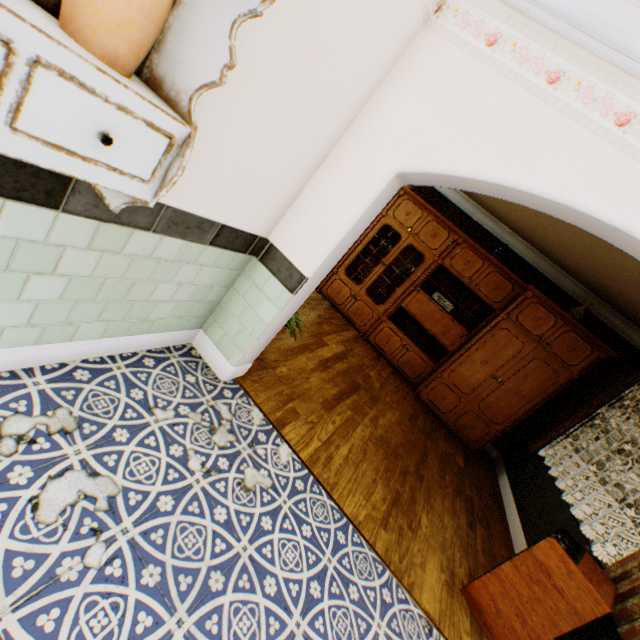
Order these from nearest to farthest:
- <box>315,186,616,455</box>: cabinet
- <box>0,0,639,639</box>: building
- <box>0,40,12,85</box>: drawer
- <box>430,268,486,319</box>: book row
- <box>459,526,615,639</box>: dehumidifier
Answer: <box>0,40,12,85</box>: drawer
<box>0,0,639,639</box>: building
<box>459,526,615,639</box>: dehumidifier
<box>315,186,616,455</box>: cabinet
<box>430,268,486,319</box>: book row

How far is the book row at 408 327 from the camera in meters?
6.0 m

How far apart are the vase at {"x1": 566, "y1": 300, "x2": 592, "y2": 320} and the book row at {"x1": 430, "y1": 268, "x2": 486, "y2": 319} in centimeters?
111cm

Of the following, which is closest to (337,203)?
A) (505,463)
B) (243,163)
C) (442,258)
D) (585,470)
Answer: (243,163)

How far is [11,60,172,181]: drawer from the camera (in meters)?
0.70

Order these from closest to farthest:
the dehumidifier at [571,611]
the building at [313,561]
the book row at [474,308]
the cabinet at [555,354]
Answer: the building at [313,561] < the dehumidifier at [571,611] < the cabinet at [555,354] < the book row at [474,308]

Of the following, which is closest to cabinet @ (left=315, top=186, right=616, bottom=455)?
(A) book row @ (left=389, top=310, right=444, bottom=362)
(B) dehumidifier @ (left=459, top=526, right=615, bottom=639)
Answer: (A) book row @ (left=389, top=310, right=444, bottom=362)

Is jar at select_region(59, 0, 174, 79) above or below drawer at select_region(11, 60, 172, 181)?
above
